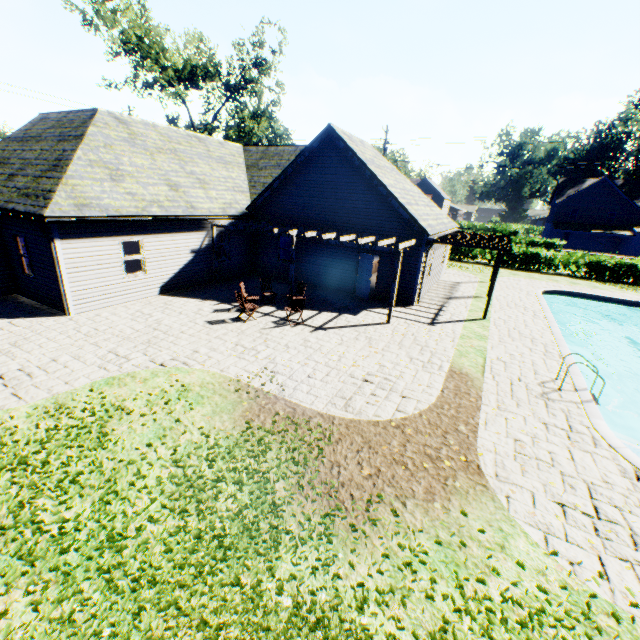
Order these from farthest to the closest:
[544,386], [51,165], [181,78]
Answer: [181,78] → [51,165] → [544,386]

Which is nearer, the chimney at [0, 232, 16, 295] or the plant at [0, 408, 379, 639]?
the plant at [0, 408, 379, 639]

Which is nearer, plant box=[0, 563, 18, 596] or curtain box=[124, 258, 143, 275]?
plant box=[0, 563, 18, 596]

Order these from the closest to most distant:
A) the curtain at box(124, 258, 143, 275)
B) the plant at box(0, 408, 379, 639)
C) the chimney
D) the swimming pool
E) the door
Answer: the plant at box(0, 408, 379, 639) → the swimming pool → the chimney → the curtain at box(124, 258, 143, 275) → the door

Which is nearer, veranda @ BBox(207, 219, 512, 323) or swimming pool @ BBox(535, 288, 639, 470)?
swimming pool @ BBox(535, 288, 639, 470)

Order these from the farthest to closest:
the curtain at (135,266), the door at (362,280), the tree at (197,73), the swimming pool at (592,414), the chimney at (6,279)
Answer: the tree at (197,73) < the door at (362,280) < the curtain at (135,266) < the chimney at (6,279) < the swimming pool at (592,414)

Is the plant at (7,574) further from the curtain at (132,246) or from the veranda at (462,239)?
the curtain at (132,246)

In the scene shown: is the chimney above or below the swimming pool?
above
